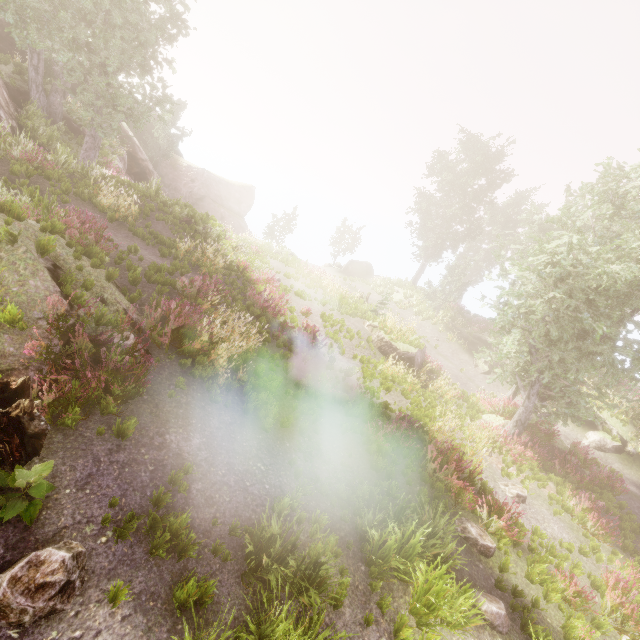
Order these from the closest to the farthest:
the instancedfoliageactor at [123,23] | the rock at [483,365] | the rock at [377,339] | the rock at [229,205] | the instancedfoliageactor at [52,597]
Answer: the instancedfoliageactor at [52,597], the instancedfoliageactor at [123,23], the rock at [377,339], the rock at [483,365], the rock at [229,205]

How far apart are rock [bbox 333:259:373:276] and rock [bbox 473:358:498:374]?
15.30m

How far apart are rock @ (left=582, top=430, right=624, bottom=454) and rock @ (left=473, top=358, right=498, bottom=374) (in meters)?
5.92

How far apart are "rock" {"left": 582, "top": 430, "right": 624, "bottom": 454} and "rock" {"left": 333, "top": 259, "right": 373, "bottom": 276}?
23.15m

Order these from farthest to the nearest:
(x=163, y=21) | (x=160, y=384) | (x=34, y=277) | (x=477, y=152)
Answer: (x=477, y=152) < (x=163, y=21) < (x=160, y=384) < (x=34, y=277)

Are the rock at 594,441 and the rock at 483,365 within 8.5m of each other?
yes

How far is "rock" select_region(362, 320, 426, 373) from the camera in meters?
16.5

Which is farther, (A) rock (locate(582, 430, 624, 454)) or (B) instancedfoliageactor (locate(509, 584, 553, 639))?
(A) rock (locate(582, 430, 624, 454))
